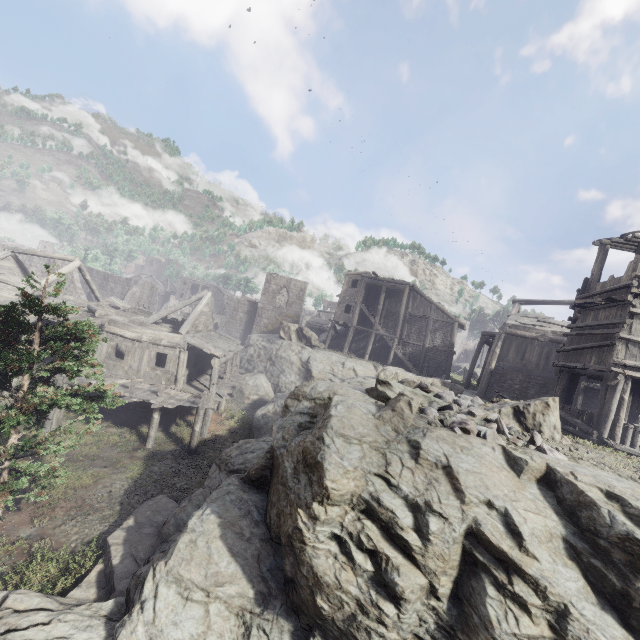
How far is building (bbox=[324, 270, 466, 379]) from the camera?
31.6m

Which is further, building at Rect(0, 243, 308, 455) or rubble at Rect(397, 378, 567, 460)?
building at Rect(0, 243, 308, 455)

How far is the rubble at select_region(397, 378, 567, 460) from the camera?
7.9m

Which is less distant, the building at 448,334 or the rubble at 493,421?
the rubble at 493,421

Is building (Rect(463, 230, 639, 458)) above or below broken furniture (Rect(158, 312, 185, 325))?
above

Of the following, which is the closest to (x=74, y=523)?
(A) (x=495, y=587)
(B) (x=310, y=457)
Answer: (B) (x=310, y=457)

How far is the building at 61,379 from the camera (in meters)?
15.97

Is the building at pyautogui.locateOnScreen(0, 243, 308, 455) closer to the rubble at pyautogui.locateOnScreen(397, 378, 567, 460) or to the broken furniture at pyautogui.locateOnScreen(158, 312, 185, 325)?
the broken furniture at pyautogui.locateOnScreen(158, 312, 185, 325)
